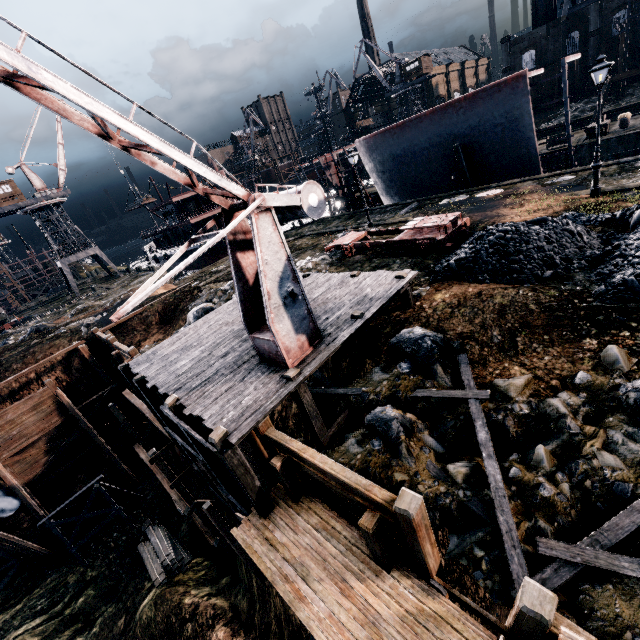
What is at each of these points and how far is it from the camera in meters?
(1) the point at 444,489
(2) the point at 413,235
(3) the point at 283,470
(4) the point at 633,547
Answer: (1) stone debris, 7.2
(2) rail car base, 17.2
(3) wooden scaffolding, 8.1
(4) stone debris, 5.3

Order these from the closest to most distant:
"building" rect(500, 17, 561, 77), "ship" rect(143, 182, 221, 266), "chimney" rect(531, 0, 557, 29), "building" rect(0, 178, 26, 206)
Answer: "building" rect(0, 178, 26, 206), "ship" rect(143, 182, 221, 266), "building" rect(500, 17, 561, 77), "chimney" rect(531, 0, 557, 29)

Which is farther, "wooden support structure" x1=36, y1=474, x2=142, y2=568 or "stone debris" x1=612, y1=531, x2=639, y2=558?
"wooden support structure" x1=36, y1=474, x2=142, y2=568

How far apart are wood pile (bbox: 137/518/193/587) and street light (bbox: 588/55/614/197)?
29.6m

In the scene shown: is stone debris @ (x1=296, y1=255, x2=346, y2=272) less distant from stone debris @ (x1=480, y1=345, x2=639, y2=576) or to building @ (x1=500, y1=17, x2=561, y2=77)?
stone debris @ (x1=480, y1=345, x2=639, y2=576)

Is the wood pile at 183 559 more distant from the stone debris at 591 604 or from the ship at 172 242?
the ship at 172 242

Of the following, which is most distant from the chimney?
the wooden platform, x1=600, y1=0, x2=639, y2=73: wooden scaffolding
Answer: the wooden platform

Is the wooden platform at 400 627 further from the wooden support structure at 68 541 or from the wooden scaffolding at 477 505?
the wooden support structure at 68 541
